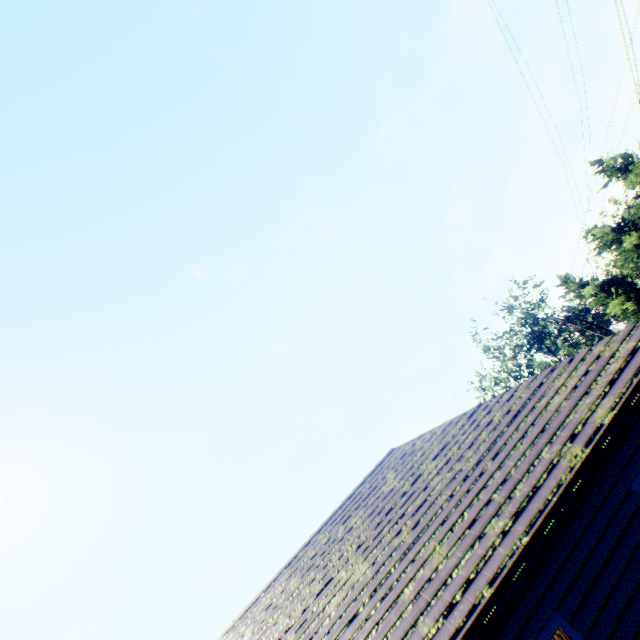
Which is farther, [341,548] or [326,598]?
[341,548]

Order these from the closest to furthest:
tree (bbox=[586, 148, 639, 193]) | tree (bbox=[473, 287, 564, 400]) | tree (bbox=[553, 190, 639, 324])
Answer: tree (bbox=[586, 148, 639, 193]), tree (bbox=[553, 190, 639, 324]), tree (bbox=[473, 287, 564, 400])

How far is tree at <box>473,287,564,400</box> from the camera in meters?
43.0 m

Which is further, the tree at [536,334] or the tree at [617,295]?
the tree at [536,334]

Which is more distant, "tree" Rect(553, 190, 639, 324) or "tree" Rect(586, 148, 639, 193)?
"tree" Rect(553, 190, 639, 324)

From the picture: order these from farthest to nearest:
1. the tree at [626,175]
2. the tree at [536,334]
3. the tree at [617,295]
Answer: the tree at [536,334], the tree at [617,295], the tree at [626,175]
